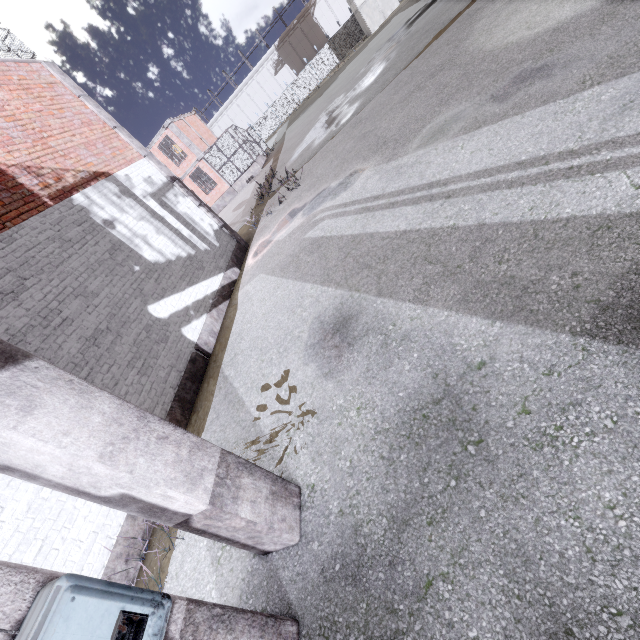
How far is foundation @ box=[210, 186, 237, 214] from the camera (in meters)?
28.09

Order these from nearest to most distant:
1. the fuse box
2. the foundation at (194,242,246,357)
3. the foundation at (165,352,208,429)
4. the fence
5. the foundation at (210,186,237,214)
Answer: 1. the fuse box
2. the foundation at (165,352,208,429)
3. the foundation at (194,242,246,357)
4. the foundation at (210,186,237,214)
5. the fence

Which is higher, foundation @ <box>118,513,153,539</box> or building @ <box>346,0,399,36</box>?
building @ <box>346,0,399,36</box>

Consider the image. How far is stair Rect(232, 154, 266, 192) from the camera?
26.9m

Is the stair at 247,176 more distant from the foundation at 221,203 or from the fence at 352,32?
the fence at 352,32

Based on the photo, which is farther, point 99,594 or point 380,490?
point 380,490

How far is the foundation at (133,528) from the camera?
4.34m

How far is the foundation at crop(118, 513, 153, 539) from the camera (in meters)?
4.34
